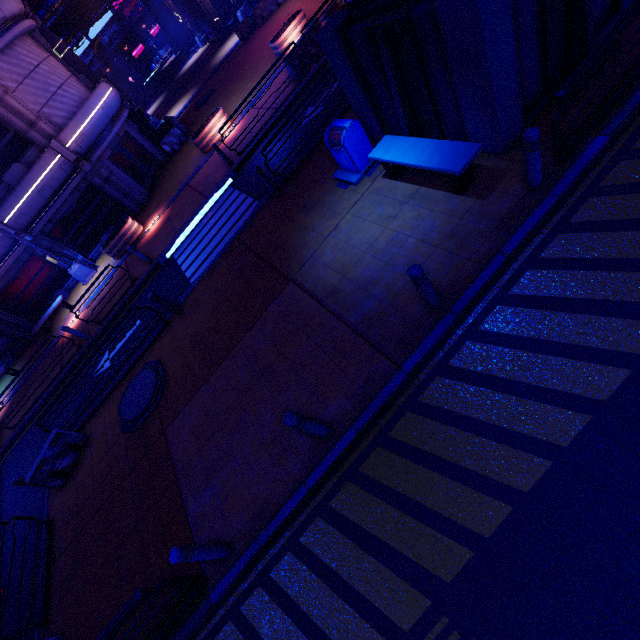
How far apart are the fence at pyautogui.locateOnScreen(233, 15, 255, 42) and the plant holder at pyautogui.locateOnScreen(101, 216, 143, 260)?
18.21m

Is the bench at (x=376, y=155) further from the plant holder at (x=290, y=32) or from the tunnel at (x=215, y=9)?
the tunnel at (x=215, y=9)

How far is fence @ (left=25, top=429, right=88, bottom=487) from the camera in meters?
9.3

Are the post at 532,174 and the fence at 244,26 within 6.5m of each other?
no

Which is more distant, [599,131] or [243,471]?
[243,471]

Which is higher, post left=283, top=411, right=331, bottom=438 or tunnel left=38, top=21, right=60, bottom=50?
tunnel left=38, top=21, right=60, bottom=50

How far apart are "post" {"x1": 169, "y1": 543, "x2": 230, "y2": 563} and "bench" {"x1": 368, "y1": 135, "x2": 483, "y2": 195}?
7.6 meters

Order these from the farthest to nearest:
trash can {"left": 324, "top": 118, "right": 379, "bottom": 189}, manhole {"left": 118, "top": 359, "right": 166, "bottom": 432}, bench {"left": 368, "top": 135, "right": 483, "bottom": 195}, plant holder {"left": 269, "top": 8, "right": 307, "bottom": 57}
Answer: plant holder {"left": 269, "top": 8, "right": 307, "bottom": 57} < manhole {"left": 118, "top": 359, "right": 166, "bottom": 432} < trash can {"left": 324, "top": 118, "right": 379, "bottom": 189} < bench {"left": 368, "top": 135, "right": 483, "bottom": 195}
